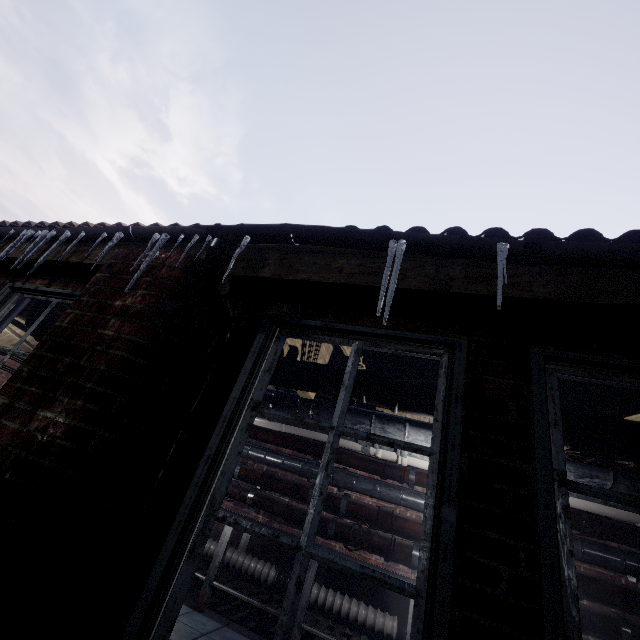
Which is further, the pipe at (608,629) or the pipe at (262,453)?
the pipe at (262,453)

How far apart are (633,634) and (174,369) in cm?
440

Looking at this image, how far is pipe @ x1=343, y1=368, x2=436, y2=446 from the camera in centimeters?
179cm

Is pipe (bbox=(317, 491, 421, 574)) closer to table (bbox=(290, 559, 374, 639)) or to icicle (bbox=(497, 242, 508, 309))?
table (bbox=(290, 559, 374, 639))

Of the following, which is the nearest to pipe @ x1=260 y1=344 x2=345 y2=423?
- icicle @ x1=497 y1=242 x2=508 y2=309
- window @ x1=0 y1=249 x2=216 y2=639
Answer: window @ x1=0 y1=249 x2=216 y2=639

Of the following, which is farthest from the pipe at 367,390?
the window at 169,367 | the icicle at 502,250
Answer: the icicle at 502,250

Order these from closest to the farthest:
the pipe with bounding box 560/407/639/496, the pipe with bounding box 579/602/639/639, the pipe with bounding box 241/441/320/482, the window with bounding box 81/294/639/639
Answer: the window with bounding box 81/294/639/639 < the pipe with bounding box 560/407/639/496 < the pipe with bounding box 579/602/639/639 < the pipe with bounding box 241/441/320/482
